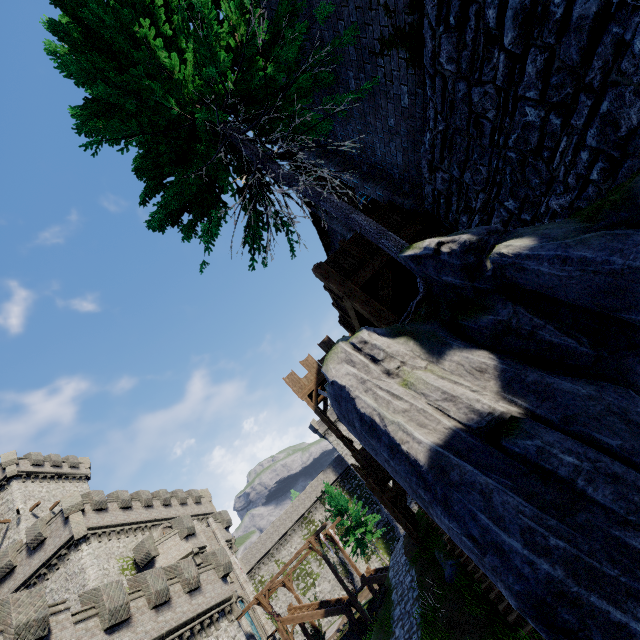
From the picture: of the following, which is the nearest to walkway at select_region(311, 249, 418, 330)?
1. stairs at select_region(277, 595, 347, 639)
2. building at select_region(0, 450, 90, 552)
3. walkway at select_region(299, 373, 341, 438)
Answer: walkway at select_region(299, 373, 341, 438)

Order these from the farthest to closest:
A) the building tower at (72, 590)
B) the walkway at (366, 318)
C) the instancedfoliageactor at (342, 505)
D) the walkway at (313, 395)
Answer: the instancedfoliageactor at (342, 505), the building tower at (72, 590), the walkway at (313, 395), the walkway at (366, 318)

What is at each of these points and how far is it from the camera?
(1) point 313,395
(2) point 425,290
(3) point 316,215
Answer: (1) walkway, 24.6 meters
(2) tree, 4.5 meters
(3) building, 13.4 meters

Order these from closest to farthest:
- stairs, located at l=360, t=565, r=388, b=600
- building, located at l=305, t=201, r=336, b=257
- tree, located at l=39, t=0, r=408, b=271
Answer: tree, located at l=39, t=0, r=408, b=271, building, located at l=305, t=201, r=336, b=257, stairs, located at l=360, t=565, r=388, b=600

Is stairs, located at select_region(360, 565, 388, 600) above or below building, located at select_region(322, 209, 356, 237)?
below

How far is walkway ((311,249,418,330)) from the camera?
7.22m

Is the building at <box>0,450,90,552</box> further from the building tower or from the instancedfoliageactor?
the instancedfoliageactor

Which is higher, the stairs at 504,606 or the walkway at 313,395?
the walkway at 313,395
